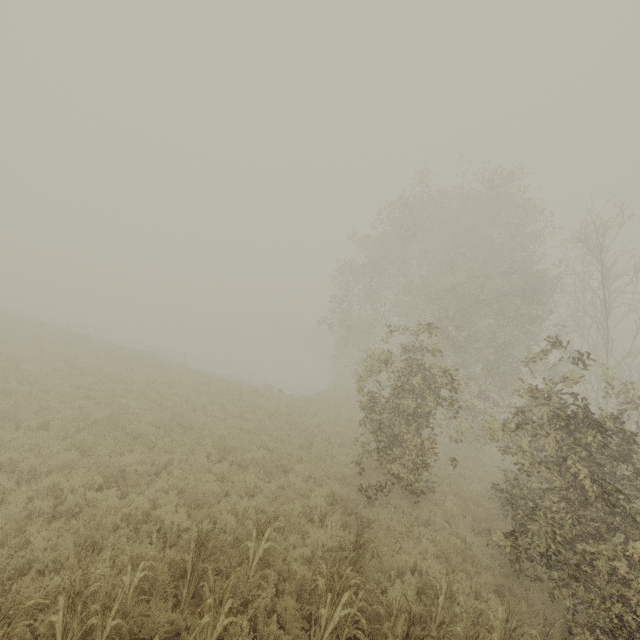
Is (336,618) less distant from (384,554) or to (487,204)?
(384,554)
